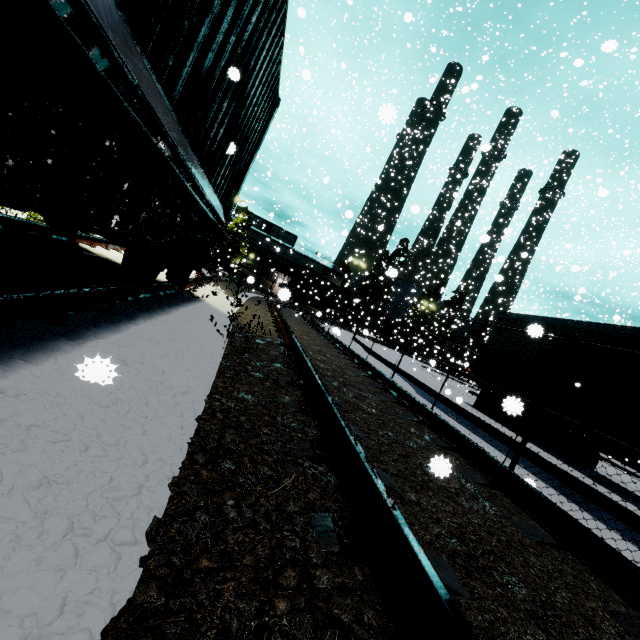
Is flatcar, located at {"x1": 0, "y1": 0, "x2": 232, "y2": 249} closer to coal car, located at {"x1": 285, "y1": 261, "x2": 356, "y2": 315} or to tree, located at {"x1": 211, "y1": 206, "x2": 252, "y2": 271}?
tree, located at {"x1": 211, "y1": 206, "x2": 252, "y2": 271}

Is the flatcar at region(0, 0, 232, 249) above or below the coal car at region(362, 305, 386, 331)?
below

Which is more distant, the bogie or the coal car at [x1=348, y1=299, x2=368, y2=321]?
the coal car at [x1=348, y1=299, x2=368, y2=321]

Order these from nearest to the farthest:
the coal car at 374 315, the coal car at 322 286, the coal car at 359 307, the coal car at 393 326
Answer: the coal car at 359 307, the coal car at 322 286, the coal car at 374 315, the coal car at 393 326

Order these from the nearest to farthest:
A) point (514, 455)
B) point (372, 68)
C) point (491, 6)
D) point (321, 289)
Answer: point (514, 455) < point (491, 6) < point (321, 289) < point (372, 68)

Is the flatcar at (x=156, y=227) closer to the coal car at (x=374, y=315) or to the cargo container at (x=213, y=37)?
the cargo container at (x=213, y=37)

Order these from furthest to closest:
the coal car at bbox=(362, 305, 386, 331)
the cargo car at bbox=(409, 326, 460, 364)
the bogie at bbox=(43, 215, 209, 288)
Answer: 1. the coal car at bbox=(362, 305, 386, 331)
2. the cargo car at bbox=(409, 326, 460, 364)
3. the bogie at bbox=(43, 215, 209, 288)

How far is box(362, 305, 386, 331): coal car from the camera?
46.48m
